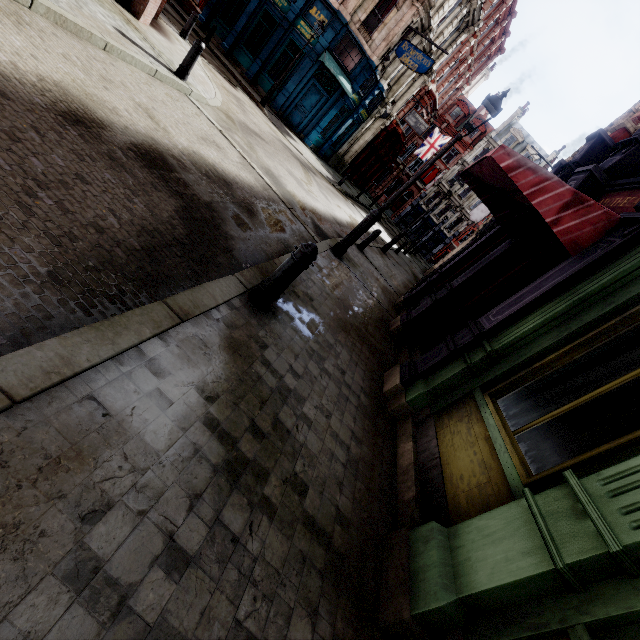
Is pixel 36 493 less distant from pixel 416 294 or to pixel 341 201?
pixel 416 294

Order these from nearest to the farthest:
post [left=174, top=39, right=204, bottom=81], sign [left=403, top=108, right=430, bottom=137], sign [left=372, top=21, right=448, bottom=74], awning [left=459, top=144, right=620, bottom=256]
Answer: awning [left=459, top=144, right=620, bottom=256] → post [left=174, top=39, right=204, bottom=81] → sign [left=372, top=21, right=448, bottom=74] → sign [left=403, top=108, right=430, bottom=137]

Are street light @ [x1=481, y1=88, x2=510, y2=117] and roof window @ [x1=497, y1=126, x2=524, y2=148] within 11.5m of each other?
no

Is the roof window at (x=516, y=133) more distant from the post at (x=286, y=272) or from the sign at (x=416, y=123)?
the post at (x=286, y=272)

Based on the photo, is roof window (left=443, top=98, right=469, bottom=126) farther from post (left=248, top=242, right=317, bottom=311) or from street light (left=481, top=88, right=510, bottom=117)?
post (left=248, top=242, right=317, bottom=311)

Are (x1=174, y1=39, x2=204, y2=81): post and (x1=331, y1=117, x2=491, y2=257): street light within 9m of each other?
yes

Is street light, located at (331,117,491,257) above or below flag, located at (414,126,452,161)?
below

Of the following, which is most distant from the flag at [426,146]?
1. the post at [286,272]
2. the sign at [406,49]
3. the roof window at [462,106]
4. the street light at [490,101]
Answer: the post at [286,272]
